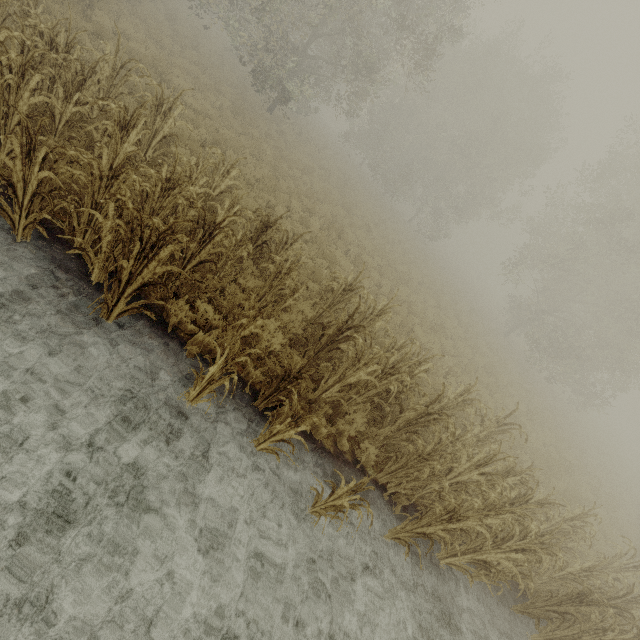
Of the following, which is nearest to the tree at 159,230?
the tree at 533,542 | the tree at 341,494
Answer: the tree at 341,494

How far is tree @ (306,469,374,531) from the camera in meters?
4.0 m

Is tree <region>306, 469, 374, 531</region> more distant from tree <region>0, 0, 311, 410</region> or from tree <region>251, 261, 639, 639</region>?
tree <region>0, 0, 311, 410</region>

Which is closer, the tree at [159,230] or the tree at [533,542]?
the tree at [159,230]

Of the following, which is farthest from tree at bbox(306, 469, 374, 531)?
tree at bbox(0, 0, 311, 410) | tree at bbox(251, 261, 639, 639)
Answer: tree at bbox(0, 0, 311, 410)

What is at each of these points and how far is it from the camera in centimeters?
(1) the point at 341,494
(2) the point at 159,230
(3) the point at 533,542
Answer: (1) tree, 423cm
(2) tree, 439cm
(3) tree, 482cm

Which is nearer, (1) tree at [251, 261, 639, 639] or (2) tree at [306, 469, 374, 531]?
(2) tree at [306, 469, 374, 531]
